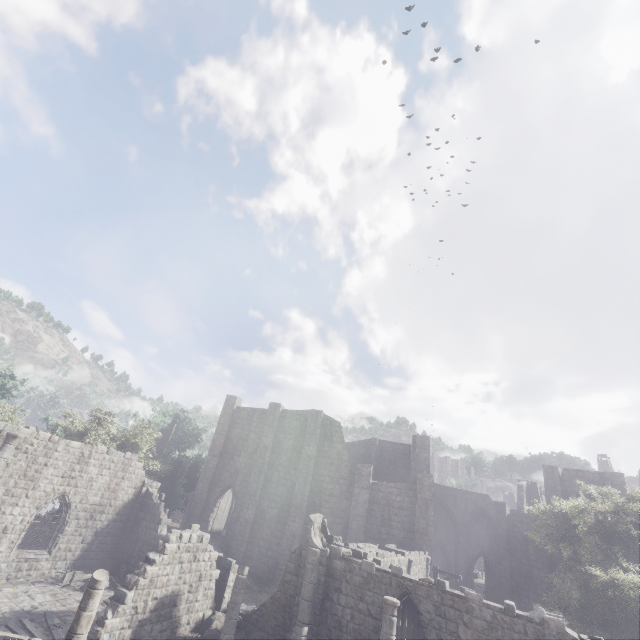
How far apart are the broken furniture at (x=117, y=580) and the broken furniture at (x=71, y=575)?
0.6 meters

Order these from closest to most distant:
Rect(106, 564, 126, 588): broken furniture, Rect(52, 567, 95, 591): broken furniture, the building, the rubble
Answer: the building
the rubble
Rect(52, 567, 95, 591): broken furniture
Rect(106, 564, 126, 588): broken furniture

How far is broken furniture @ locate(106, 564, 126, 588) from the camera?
18.3 meters

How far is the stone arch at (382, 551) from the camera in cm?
1570

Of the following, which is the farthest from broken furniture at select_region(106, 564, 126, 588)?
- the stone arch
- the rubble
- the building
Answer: the stone arch

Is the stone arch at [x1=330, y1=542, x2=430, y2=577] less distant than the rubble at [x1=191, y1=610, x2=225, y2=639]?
No

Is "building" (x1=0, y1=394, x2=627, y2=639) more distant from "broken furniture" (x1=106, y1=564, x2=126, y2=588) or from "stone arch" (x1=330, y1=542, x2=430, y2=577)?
"broken furniture" (x1=106, y1=564, x2=126, y2=588)

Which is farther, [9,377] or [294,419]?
[294,419]
